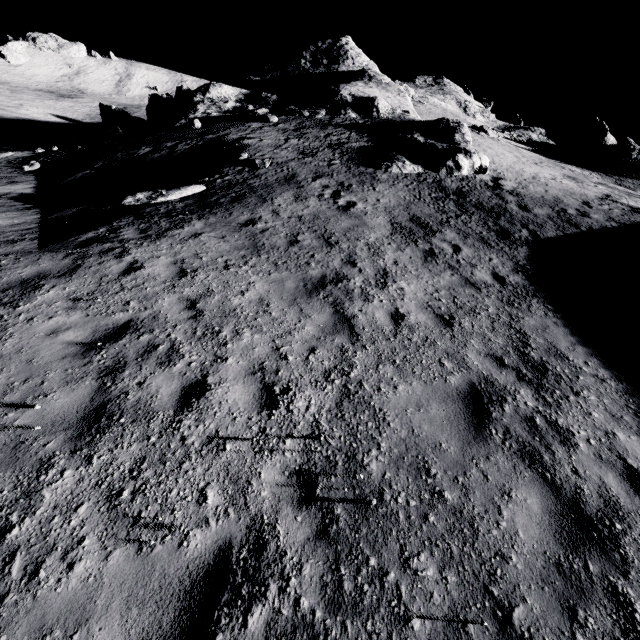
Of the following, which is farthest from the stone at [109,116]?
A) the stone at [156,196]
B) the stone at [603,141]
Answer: the stone at [603,141]

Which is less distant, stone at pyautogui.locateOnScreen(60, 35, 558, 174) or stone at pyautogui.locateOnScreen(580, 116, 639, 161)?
stone at pyautogui.locateOnScreen(60, 35, 558, 174)

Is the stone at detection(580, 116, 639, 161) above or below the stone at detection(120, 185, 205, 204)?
above

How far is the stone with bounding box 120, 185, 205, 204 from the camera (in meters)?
11.33

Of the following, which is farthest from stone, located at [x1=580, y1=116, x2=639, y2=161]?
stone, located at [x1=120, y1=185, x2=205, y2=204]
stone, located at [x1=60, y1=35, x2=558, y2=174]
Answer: stone, located at [x1=120, y1=185, x2=205, y2=204]

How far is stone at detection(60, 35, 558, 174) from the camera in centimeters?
1830cm

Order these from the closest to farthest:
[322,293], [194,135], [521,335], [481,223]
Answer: [521,335] < [322,293] < [481,223] < [194,135]
